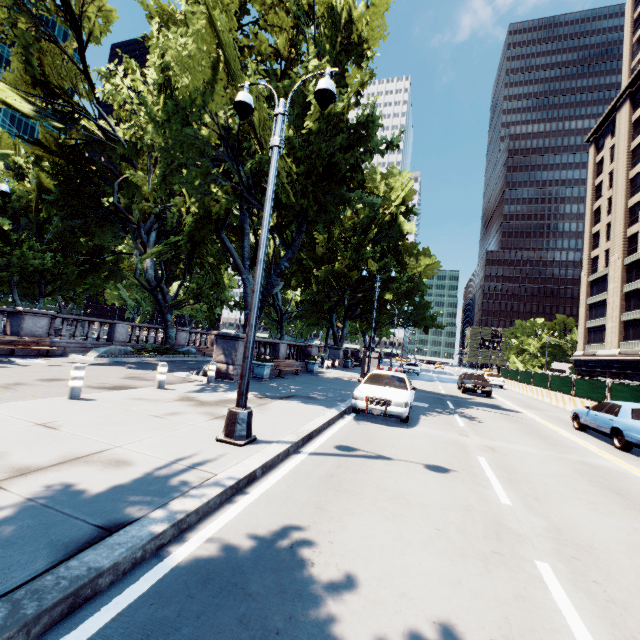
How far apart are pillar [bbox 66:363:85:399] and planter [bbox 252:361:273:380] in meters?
8.1 m

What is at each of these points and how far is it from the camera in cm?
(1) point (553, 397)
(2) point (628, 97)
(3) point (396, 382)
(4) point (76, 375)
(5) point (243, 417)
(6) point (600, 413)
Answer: (1) concrete barrier, 2300
(2) building, 4594
(3) vehicle, 1154
(4) pillar, 773
(5) light, 600
(6) vehicle, 1137

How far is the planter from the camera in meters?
15.4 m

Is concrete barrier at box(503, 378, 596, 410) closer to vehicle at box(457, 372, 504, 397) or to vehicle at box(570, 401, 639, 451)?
vehicle at box(570, 401, 639, 451)

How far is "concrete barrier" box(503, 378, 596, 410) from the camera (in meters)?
19.22

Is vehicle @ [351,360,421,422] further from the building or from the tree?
the building

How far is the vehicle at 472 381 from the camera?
21.4m

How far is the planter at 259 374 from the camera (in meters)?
15.44
